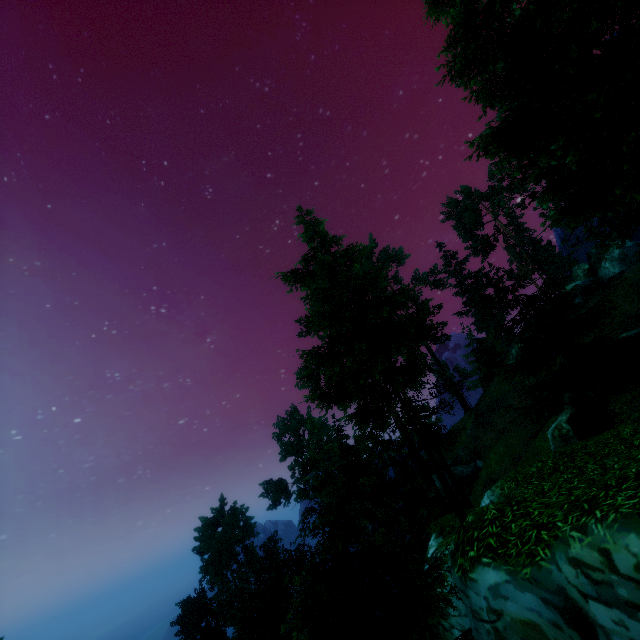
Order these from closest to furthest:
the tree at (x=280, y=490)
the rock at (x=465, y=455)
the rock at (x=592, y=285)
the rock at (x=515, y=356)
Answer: the tree at (x=280, y=490), the rock at (x=592, y=285), the rock at (x=515, y=356), the rock at (x=465, y=455)

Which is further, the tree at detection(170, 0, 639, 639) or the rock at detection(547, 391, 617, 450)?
the rock at detection(547, 391, 617, 450)

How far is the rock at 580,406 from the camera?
9.3m

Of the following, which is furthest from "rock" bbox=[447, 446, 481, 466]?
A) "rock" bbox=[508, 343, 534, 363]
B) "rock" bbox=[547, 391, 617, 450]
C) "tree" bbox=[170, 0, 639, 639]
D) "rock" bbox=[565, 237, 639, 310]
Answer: "rock" bbox=[547, 391, 617, 450]

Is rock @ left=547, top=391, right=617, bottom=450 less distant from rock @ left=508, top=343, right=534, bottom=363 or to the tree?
the tree

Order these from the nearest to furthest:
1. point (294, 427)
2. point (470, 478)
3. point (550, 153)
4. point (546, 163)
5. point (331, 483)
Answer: point (331, 483) → point (550, 153) → point (546, 163) → point (470, 478) → point (294, 427)

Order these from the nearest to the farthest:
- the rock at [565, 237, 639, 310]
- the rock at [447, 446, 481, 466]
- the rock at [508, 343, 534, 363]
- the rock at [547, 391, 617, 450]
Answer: the rock at [547, 391, 617, 450] < the rock at [565, 237, 639, 310] < the rock at [508, 343, 534, 363] < the rock at [447, 446, 481, 466]

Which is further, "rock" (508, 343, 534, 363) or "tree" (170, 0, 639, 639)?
"rock" (508, 343, 534, 363)
